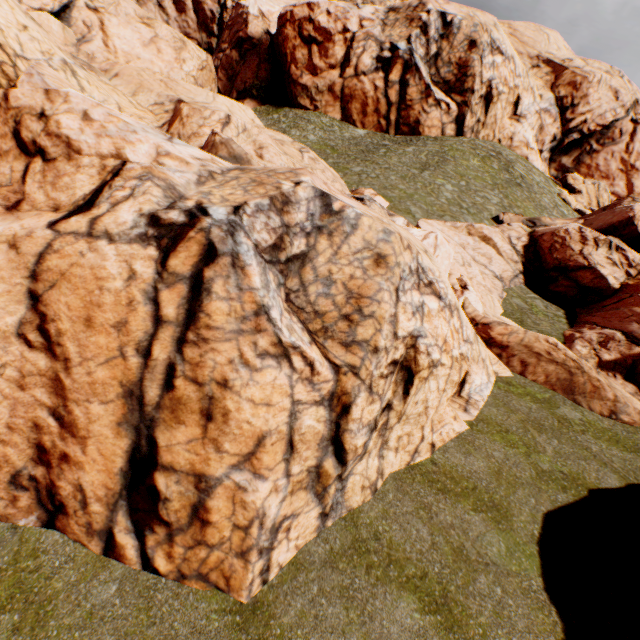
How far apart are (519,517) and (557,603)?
1.9m
